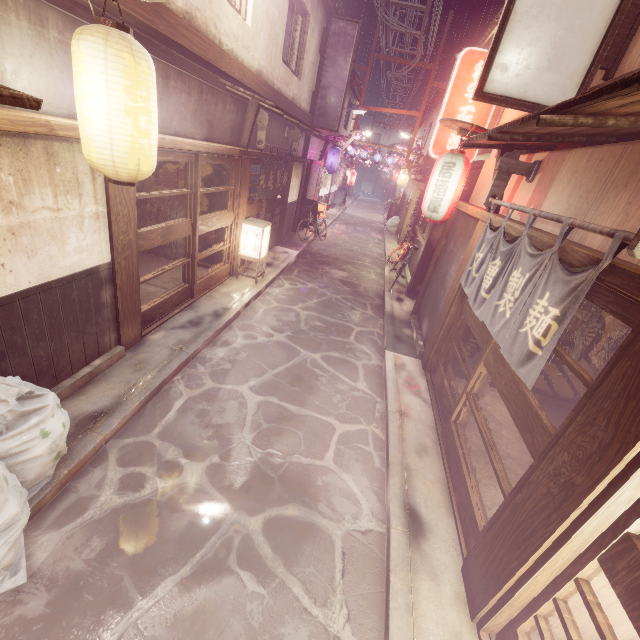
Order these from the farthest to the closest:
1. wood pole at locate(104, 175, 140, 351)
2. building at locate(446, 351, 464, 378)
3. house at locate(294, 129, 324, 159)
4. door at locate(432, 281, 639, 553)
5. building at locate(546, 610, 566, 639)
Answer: house at locate(294, 129, 324, 159), building at locate(446, 351, 464, 378), wood pole at locate(104, 175, 140, 351), building at locate(546, 610, 566, 639), door at locate(432, 281, 639, 553)

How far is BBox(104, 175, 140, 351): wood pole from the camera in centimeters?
714cm

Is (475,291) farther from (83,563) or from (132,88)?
(83,563)

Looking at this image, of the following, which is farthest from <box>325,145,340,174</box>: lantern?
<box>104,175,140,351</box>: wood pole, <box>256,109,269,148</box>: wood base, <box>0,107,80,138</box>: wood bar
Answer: <box>104,175,140,351</box>: wood pole

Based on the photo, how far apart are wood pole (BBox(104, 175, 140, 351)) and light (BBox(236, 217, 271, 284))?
6.2 meters

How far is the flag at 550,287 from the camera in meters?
4.4

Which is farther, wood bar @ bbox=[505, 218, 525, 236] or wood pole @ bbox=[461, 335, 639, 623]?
wood bar @ bbox=[505, 218, 525, 236]

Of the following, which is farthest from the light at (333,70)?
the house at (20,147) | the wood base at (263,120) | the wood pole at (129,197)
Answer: the house at (20,147)
